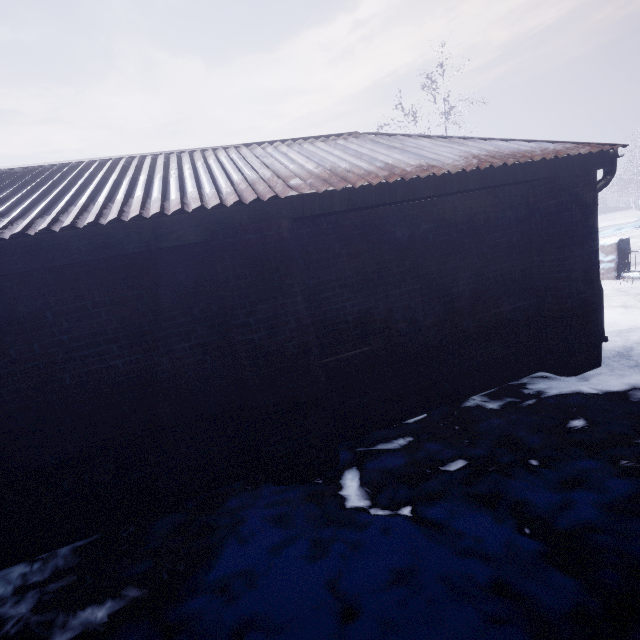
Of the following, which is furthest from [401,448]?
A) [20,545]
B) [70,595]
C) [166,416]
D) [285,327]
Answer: [20,545]

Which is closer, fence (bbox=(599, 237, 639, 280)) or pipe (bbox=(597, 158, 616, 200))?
pipe (bbox=(597, 158, 616, 200))

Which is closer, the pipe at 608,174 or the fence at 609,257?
the pipe at 608,174

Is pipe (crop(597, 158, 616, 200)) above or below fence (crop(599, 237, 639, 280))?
above

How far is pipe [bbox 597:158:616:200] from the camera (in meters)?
3.45

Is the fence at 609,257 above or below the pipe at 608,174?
below
